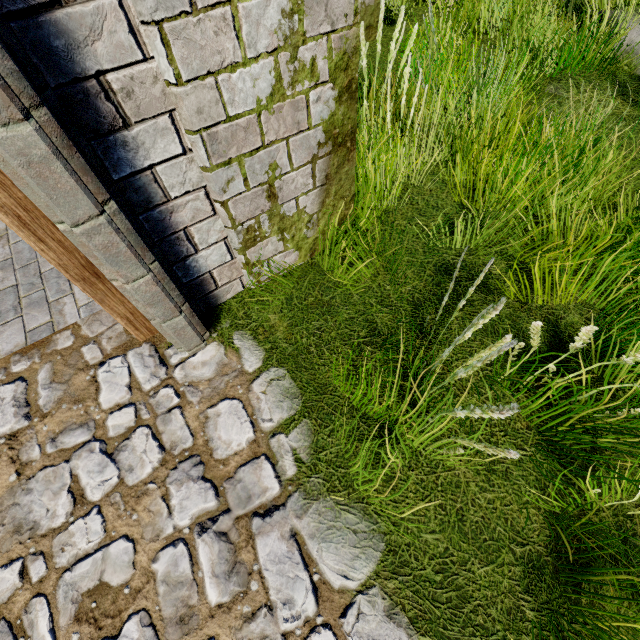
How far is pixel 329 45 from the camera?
1.5m
